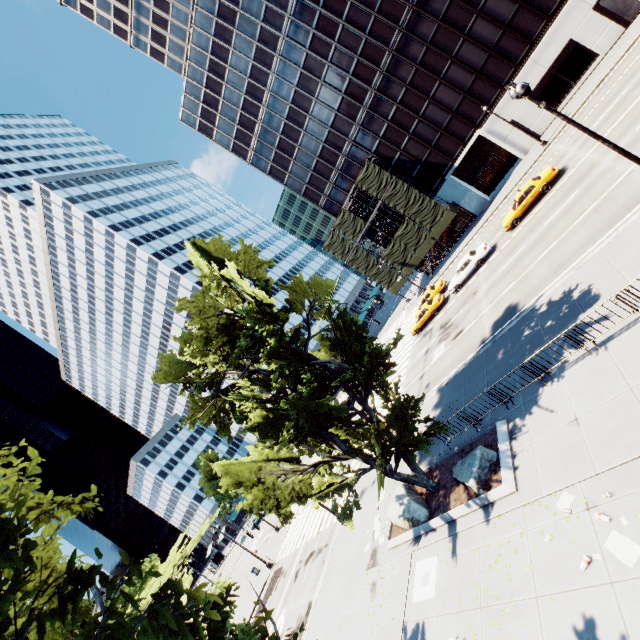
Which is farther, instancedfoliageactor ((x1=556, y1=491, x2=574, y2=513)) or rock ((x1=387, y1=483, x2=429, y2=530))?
rock ((x1=387, y1=483, x2=429, y2=530))

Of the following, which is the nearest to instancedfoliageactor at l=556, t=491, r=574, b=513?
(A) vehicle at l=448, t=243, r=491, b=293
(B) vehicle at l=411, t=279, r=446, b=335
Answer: (A) vehicle at l=448, t=243, r=491, b=293

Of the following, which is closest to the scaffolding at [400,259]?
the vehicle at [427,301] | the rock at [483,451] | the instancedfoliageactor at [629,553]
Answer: the vehicle at [427,301]

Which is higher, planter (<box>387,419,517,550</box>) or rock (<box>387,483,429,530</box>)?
rock (<box>387,483,429,530</box>)

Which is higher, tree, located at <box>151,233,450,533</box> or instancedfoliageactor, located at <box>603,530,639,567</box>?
tree, located at <box>151,233,450,533</box>

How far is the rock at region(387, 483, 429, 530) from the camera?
13.94m

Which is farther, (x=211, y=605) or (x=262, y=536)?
(x=262, y=536)

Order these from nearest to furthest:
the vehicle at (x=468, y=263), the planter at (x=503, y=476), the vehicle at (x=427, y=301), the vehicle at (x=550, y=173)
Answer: the planter at (x=503, y=476), the vehicle at (x=550, y=173), the vehicle at (x=468, y=263), the vehicle at (x=427, y=301)
